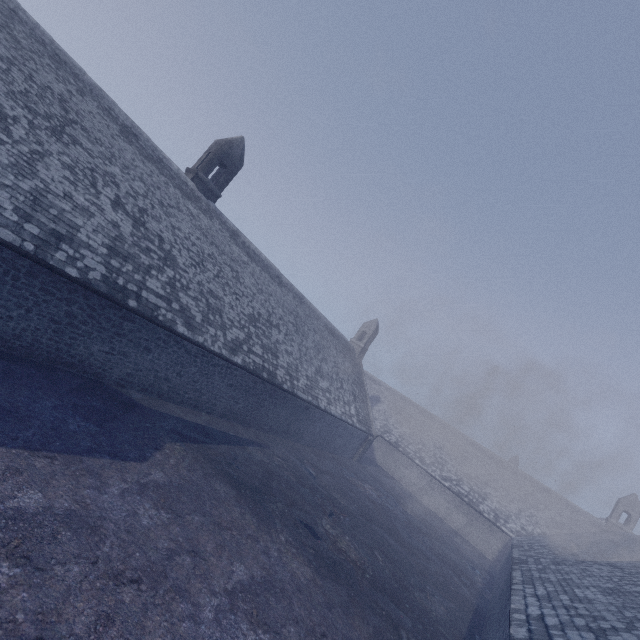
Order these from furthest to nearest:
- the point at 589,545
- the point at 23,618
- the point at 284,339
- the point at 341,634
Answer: the point at 589,545 < the point at 284,339 < the point at 341,634 < the point at 23,618
